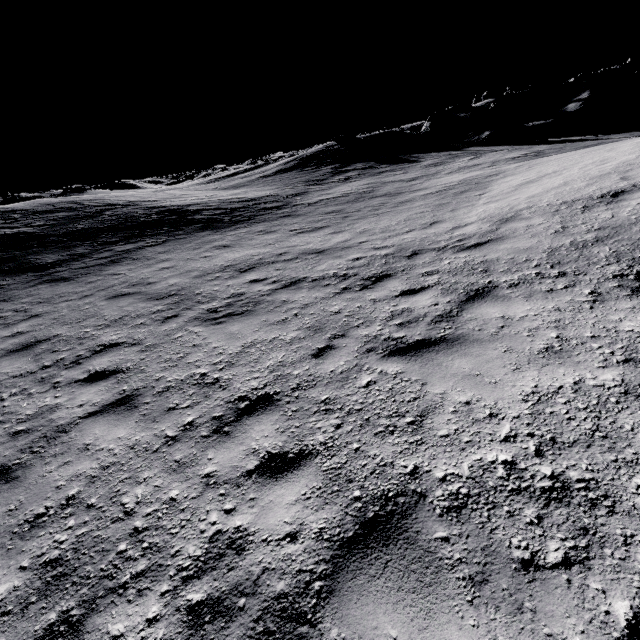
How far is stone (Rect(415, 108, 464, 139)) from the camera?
34.78m

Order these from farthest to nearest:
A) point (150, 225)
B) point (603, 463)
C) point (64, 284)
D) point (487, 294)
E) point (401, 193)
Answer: point (150, 225) → point (401, 193) → point (64, 284) → point (487, 294) → point (603, 463)

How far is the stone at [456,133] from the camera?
34.8 meters
